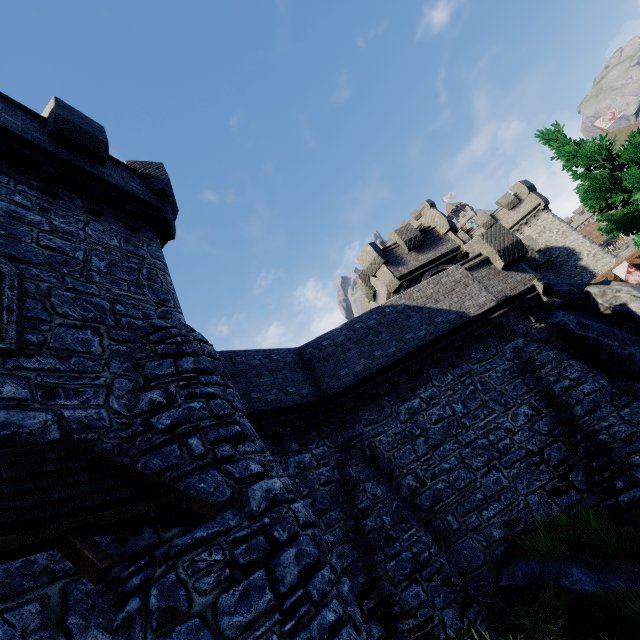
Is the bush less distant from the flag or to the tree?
the tree

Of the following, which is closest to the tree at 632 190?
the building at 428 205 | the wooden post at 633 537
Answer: the wooden post at 633 537

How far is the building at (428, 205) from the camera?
54.0m

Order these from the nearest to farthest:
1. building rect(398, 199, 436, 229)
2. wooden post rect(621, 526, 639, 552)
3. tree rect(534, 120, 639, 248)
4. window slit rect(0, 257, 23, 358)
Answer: window slit rect(0, 257, 23, 358)
wooden post rect(621, 526, 639, 552)
tree rect(534, 120, 639, 248)
building rect(398, 199, 436, 229)

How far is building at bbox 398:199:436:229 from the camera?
54.0 meters

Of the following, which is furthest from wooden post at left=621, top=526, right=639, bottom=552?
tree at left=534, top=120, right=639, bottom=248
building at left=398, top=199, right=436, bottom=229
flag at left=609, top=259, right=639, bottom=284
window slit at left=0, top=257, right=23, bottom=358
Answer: building at left=398, top=199, right=436, bottom=229

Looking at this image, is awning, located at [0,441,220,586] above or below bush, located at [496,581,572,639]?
above

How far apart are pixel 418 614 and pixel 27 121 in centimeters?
1610cm
